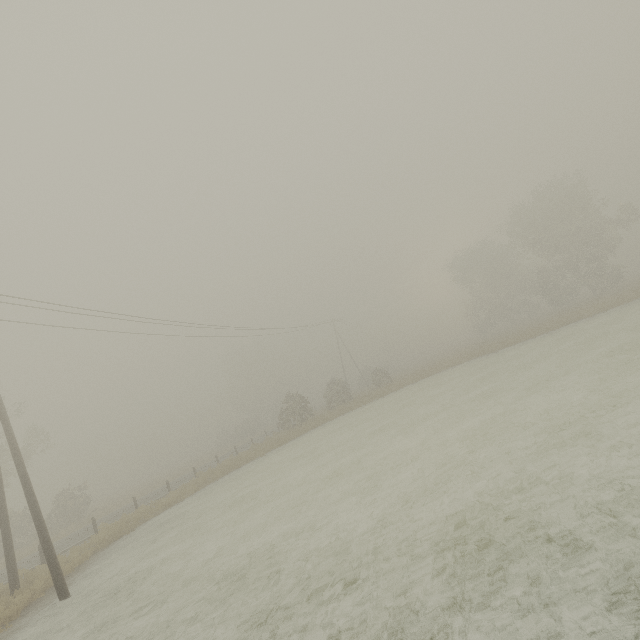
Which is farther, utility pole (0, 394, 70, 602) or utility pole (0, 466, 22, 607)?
utility pole (0, 466, 22, 607)

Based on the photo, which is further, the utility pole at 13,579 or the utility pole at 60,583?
the utility pole at 13,579

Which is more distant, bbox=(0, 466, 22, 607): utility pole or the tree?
the tree

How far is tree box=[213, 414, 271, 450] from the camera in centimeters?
5012cm

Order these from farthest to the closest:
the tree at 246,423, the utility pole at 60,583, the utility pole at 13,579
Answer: the tree at 246,423, the utility pole at 13,579, the utility pole at 60,583

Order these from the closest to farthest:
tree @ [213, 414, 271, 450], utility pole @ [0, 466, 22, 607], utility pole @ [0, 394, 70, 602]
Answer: utility pole @ [0, 394, 70, 602], utility pole @ [0, 466, 22, 607], tree @ [213, 414, 271, 450]

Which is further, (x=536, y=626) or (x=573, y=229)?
(x=573, y=229)
